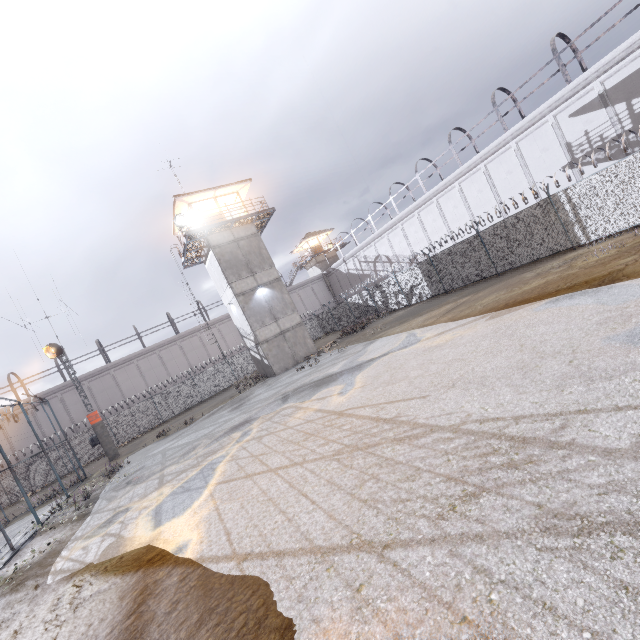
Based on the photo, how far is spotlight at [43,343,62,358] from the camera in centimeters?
2198cm

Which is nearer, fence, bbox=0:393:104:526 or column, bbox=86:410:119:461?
fence, bbox=0:393:104:526

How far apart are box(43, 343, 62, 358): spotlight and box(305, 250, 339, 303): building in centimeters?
3368cm

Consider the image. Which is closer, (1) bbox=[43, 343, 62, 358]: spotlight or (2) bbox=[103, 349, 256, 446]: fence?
(1) bbox=[43, 343, 62, 358]: spotlight

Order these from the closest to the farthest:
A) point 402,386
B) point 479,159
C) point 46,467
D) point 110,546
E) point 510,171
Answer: point 110,546 < point 402,386 < point 46,467 < point 510,171 < point 479,159

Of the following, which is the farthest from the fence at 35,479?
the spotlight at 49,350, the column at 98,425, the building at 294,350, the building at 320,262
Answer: the building at 320,262

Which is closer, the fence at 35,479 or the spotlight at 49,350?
the fence at 35,479

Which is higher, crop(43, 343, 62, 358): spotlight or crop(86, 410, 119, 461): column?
crop(43, 343, 62, 358): spotlight
